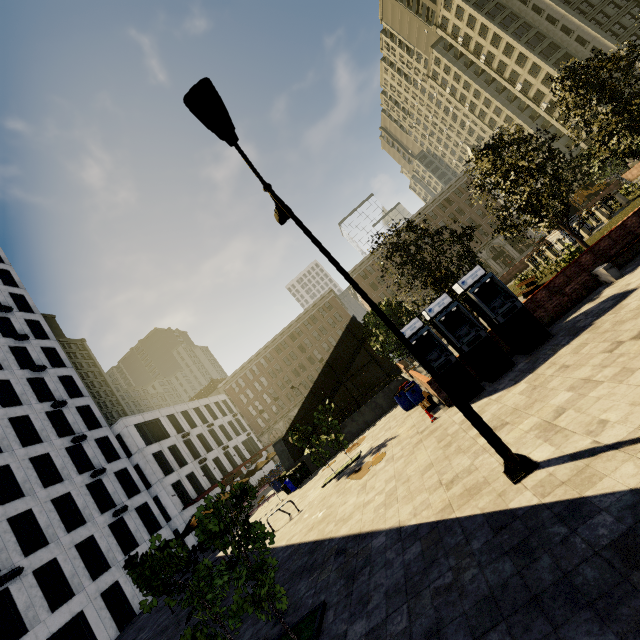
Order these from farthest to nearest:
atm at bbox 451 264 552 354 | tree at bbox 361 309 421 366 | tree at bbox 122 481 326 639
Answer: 1. tree at bbox 361 309 421 366
2. atm at bbox 451 264 552 354
3. tree at bbox 122 481 326 639

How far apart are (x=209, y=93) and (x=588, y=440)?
8.07m

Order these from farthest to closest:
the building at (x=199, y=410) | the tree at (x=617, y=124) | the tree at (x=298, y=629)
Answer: the building at (x=199, y=410), the tree at (x=617, y=124), the tree at (x=298, y=629)

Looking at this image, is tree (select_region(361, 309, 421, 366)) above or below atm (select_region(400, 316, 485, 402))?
above

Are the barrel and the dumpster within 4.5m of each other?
no

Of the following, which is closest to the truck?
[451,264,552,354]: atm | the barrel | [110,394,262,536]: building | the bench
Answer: the bench

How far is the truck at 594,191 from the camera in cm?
4953

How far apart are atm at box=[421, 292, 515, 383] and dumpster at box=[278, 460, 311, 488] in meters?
13.8 m
